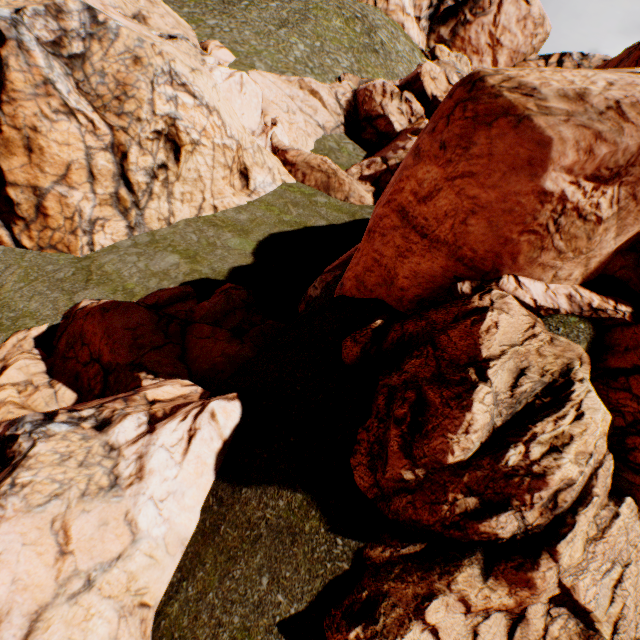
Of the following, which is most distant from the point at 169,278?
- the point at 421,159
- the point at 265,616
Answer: the point at 265,616
